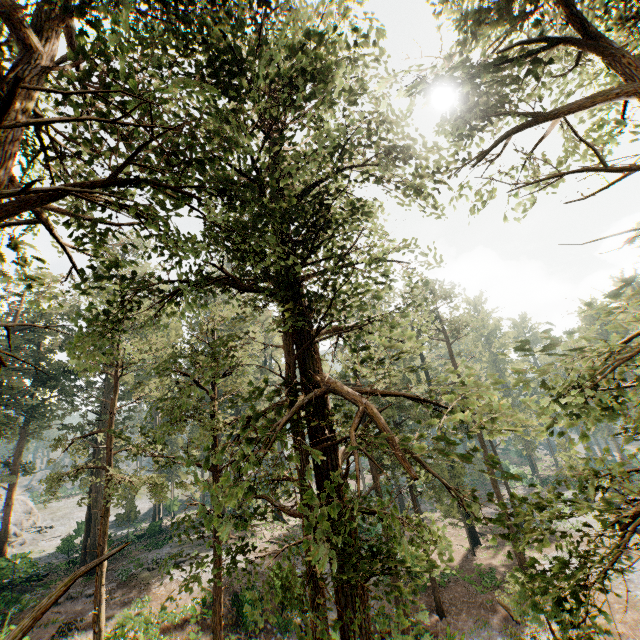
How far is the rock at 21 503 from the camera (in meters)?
41.97

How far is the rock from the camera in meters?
42.0 m

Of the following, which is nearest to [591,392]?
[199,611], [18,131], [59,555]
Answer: [18,131]

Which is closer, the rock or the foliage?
the foliage

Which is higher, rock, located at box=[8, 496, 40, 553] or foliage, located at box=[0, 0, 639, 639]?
foliage, located at box=[0, 0, 639, 639]

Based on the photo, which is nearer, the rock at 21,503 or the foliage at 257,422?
the foliage at 257,422
